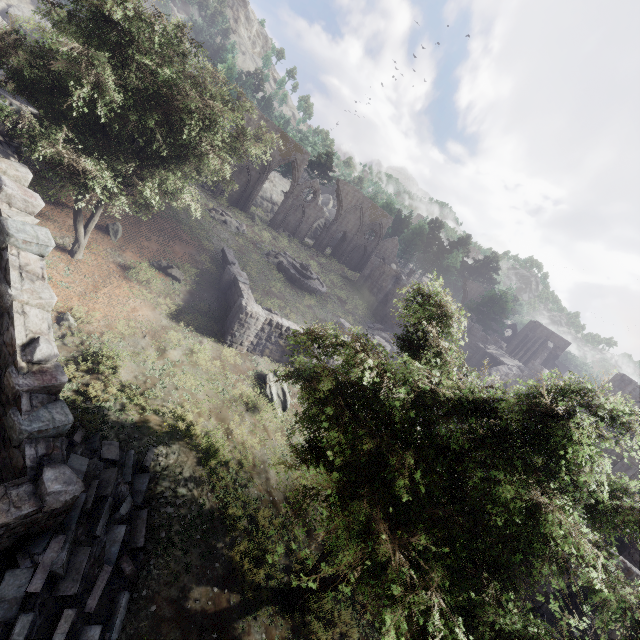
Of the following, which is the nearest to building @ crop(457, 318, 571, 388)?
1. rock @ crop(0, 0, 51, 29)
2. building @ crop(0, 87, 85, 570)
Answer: rock @ crop(0, 0, 51, 29)

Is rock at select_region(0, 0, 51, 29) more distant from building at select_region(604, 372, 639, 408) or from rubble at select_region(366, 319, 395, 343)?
rubble at select_region(366, 319, 395, 343)

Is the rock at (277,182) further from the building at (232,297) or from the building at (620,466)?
the building at (232,297)

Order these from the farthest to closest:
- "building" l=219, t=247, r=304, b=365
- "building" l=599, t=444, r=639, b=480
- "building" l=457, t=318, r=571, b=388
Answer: "building" l=457, t=318, r=571, b=388
"building" l=599, t=444, r=639, b=480
"building" l=219, t=247, r=304, b=365

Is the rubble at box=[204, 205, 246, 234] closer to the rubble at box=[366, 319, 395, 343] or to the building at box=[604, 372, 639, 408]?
the building at box=[604, 372, 639, 408]

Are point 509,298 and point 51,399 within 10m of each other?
no

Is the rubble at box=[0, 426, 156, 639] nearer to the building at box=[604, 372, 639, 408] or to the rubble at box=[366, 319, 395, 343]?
the building at box=[604, 372, 639, 408]
